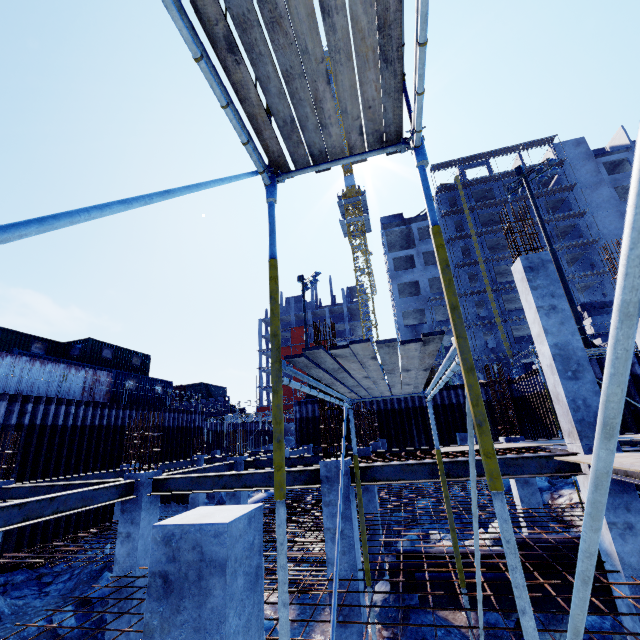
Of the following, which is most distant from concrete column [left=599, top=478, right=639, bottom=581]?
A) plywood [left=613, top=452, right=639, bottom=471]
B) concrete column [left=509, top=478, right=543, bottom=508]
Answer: concrete column [left=509, top=478, right=543, bottom=508]

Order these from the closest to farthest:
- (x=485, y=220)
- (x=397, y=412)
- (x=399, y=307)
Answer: (x=397, y=412) < (x=399, y=307) < (x=485, y=220)

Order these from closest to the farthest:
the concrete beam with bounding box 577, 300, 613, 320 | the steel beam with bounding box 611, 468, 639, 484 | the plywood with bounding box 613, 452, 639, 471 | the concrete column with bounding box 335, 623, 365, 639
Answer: the plywood with bounding box 613, 452, 639, 471 < the steel beam with bounding box 611, 468, 639, 484 < the concrete column with bounding box 335, 623, 365, 639 < the concrete beam with bounding box 577, 300, 613, 320

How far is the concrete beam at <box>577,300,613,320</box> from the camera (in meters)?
18.27

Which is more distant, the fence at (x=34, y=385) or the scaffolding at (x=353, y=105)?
the fence at (x=34, y=385)

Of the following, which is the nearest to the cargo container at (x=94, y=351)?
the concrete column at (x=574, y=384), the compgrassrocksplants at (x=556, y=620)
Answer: the compgrassrocksplants at (x=556, y=620)

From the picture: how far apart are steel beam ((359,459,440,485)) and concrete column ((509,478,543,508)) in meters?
4.5

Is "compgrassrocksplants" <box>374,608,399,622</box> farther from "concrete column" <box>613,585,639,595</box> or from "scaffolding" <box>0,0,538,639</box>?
"concrete column" <box>613,585,639,595</box>
